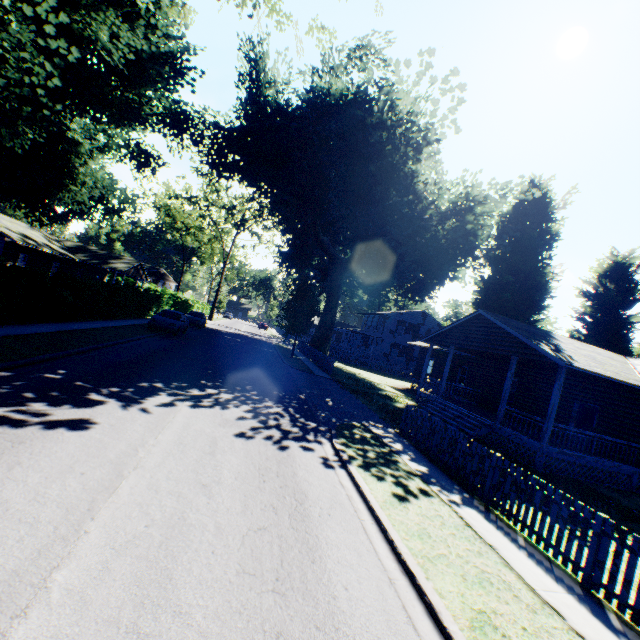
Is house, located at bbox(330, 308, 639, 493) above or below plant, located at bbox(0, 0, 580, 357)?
below

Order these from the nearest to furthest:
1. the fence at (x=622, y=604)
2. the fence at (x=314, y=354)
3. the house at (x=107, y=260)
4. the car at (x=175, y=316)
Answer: the fence at (x=622, y=604) → the car at (x=175, y=316) → the fence at (x=314, y=354) → the house at (x=107, y=260)

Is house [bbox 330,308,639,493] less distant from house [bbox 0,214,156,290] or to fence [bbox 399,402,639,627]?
fence [bbox 399,402,639,627]

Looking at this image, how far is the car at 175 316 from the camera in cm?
2198

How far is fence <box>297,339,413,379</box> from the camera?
26.81m

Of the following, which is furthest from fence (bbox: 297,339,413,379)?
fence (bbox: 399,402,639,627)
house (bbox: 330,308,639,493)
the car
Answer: fence (bbox: 399,402,639,627)

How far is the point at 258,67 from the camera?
29.67m

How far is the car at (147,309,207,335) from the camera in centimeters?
2198cm
